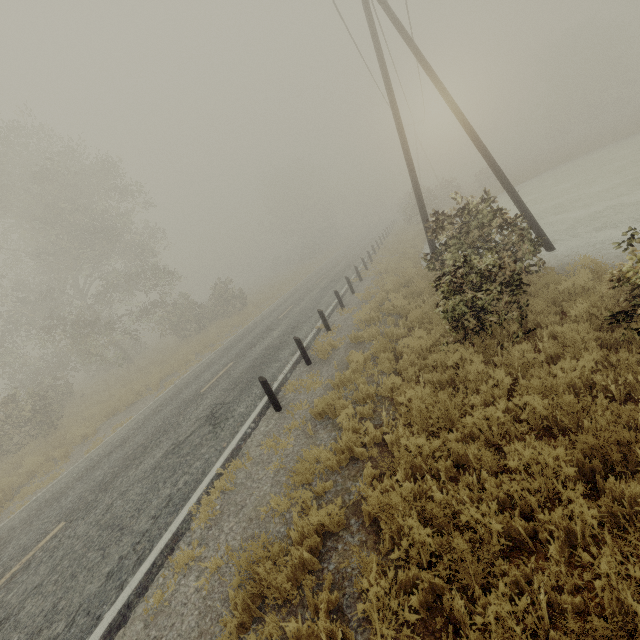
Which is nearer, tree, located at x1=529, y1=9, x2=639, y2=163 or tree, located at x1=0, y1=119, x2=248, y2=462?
tree, located at x1=0, y1=119, x2=248, y2=462

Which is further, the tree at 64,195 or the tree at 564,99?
the tree at 564,99

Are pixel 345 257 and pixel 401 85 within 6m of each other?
no
